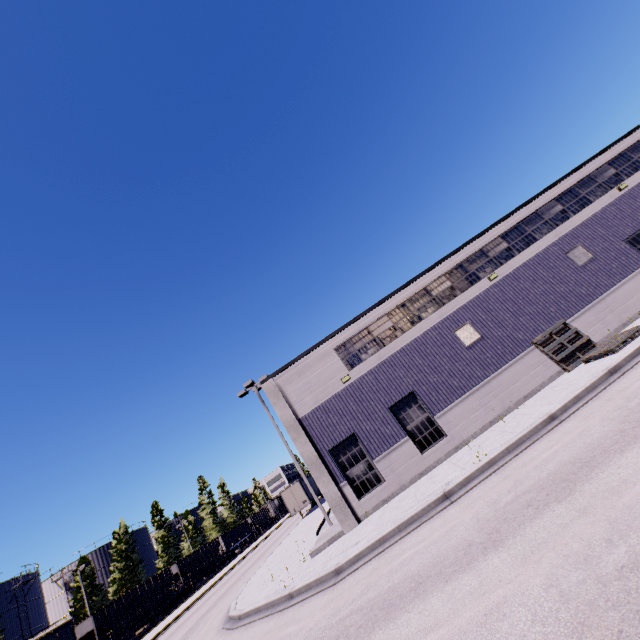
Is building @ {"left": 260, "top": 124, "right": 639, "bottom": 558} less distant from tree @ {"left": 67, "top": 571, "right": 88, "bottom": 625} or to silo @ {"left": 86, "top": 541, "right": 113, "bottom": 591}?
tree @ {"left": 67, "top": 571, "right": 88, "bottom": 625}

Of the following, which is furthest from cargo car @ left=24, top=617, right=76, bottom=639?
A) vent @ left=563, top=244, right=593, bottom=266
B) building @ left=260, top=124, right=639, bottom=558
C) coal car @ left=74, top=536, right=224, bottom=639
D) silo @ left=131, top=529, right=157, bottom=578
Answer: vent @ left=563, top=244, right=593, bottom=266

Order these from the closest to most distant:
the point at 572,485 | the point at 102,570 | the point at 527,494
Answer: the point at 572,485 < the point at 527,494 < the point at 102,570

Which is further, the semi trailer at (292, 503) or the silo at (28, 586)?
the silo at (28, 586)

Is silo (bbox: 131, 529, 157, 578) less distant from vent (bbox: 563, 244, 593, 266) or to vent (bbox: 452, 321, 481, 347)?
vent (bbox: 452, 321, 481, 347)

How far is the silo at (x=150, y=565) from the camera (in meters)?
56.56

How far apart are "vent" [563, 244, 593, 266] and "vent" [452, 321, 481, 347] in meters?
6.2 m

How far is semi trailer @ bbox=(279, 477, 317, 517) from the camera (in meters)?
35.28
